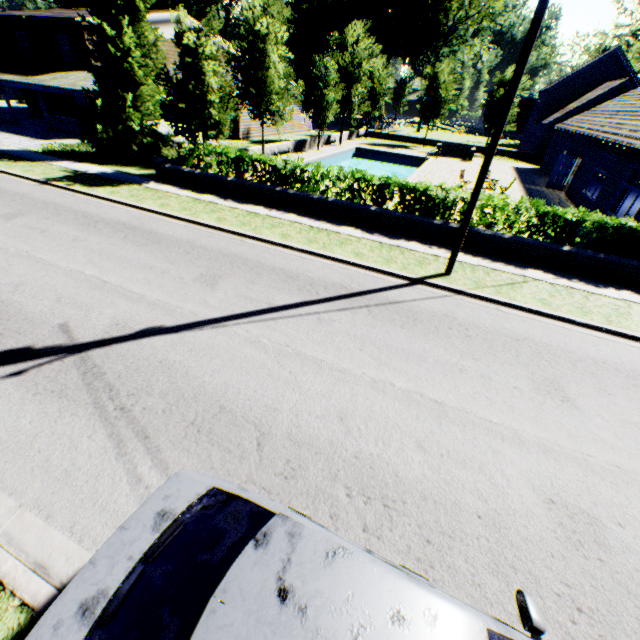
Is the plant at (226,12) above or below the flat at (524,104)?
above

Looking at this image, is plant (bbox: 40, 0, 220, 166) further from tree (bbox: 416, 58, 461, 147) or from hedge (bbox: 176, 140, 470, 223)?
hedge (bbox: 176, 140, 470, 223)

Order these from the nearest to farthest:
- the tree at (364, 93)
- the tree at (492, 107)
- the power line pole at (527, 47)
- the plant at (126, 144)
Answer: the power line pole at (527, 47) < the tree at (364, 93) < the plant at (126, 144) < the tree at (492, 107)

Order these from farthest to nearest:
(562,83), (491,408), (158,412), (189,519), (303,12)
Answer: (303,12) < (562,83) < (491,408) < (158,412) < (189,519)

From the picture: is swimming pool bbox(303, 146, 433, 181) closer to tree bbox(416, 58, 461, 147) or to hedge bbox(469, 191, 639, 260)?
tree bbox(416, 58, 461, 147)

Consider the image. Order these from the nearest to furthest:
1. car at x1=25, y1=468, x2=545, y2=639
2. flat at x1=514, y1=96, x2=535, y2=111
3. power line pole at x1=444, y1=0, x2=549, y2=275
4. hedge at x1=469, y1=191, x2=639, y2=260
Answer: car at x1=25, y1=468, x2=545, y2=639 → power line pole at x1=444, y1=0, x2=549, y2=275 → hedge at x1=469, y1=191, x2=639, y2=260 → flat at x1=514, y1=96, x2=535, y2=111

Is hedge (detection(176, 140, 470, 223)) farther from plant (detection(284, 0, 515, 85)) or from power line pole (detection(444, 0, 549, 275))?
plant (detection(284, 0, 515, 85))

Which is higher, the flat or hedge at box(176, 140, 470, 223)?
the flat
